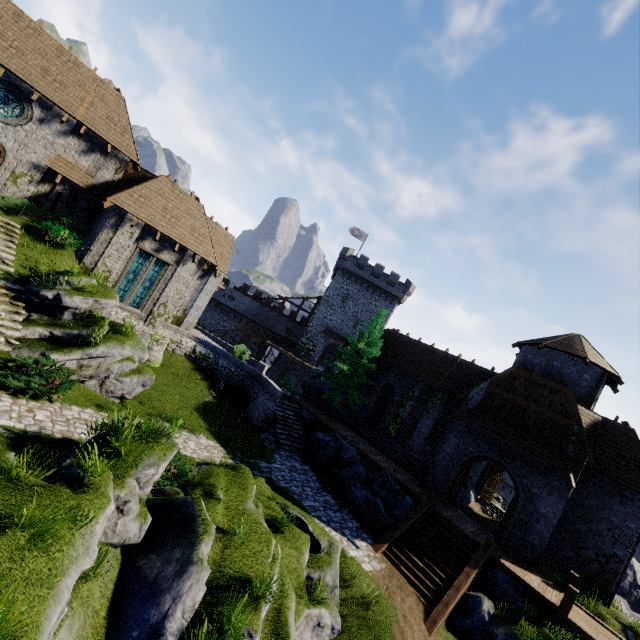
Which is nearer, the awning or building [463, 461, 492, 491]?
the awning

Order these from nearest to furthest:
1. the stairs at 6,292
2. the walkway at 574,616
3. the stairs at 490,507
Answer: the stairs at 6,292 → the walkway at 574,616 → the stairs at 490,507

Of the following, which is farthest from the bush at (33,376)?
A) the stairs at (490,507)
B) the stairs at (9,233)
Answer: the stairs at (490,507)

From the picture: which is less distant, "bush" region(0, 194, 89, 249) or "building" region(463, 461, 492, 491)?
"bush" region(0, 194, 89, 249)

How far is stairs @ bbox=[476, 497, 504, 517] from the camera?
25.6m

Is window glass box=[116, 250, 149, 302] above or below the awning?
below

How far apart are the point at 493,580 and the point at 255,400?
15.5 meters

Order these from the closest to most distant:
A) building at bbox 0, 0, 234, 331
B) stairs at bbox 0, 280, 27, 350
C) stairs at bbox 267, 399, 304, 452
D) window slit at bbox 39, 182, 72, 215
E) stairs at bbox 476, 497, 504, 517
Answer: stairs at bbox 0, 280, 27, 350, building at bbox 0, 0, 234, 331, window slit at bbox 39, 182, 72, 215, stairs at bbox 267, 399, 304, 452, stairs at bbox 476, 497, 504, 517
